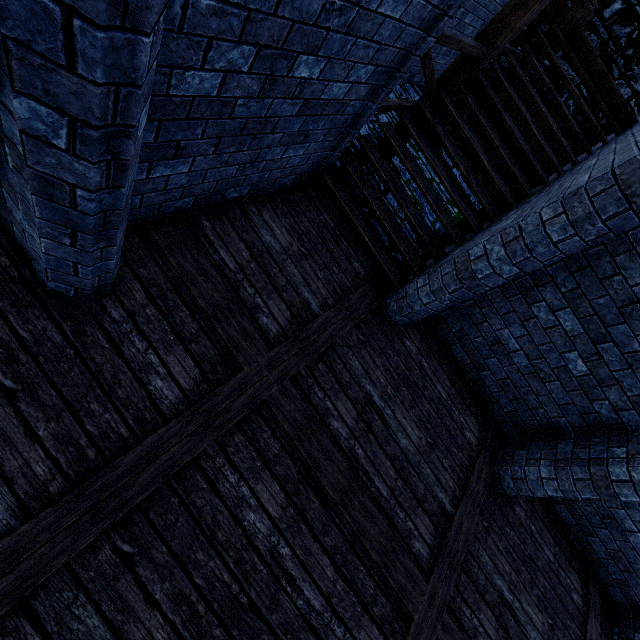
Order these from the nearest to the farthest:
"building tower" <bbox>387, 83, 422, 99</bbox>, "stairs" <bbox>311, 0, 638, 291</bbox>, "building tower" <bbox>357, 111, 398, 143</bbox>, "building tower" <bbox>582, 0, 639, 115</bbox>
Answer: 1. "stairs" <bbox>311, 0, 638, 291</bbox>
2. "building tower" <bbox>357, 111, 398, 143</bbox>
3. "building tower" <bbox>582, 0, 639, 115</bbox>
4. "building tower" <bbox>387, 83, 422, 99</bbox>

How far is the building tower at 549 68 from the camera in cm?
807

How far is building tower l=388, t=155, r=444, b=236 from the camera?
6.4 meters

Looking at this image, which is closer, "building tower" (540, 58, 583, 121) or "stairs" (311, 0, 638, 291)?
"stairs" (311, 0, 638, 291)

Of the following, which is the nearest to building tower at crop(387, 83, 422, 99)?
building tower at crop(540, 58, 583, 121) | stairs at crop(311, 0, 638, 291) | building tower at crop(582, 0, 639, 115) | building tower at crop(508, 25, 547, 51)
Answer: stairs at crop(311, 0, 638, 291)

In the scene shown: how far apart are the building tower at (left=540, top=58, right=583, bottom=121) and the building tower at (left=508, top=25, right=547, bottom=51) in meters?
0.2

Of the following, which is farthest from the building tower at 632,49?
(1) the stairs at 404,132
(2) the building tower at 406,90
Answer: (2) the building tower at 406,90

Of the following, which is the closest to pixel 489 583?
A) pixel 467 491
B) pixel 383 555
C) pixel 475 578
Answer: pixel 475 578
